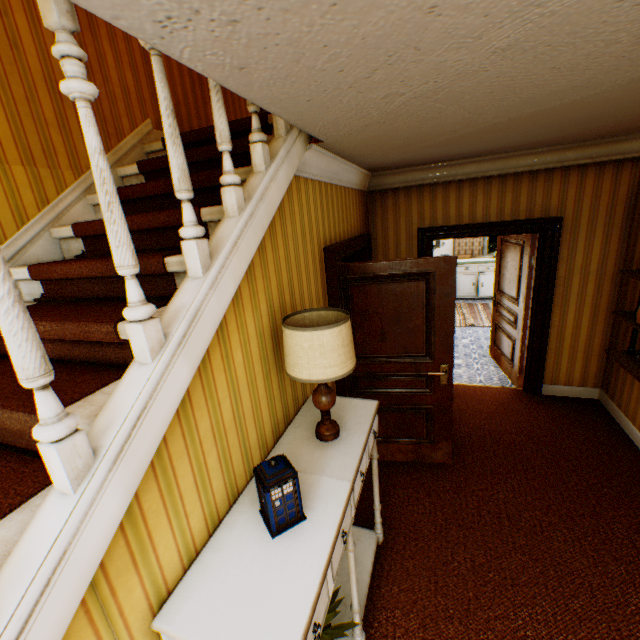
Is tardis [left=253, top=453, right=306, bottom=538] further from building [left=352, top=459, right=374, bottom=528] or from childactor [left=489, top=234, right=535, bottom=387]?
childactor [left=489, top=234, right=535, bottom=387]

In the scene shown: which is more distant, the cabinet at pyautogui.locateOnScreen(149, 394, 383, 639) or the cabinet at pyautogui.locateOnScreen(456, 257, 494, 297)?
the cabinet at pyautogui.locateOnScreen(456, 257, 494, 297)

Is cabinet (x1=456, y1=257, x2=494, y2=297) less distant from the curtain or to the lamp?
the curtain

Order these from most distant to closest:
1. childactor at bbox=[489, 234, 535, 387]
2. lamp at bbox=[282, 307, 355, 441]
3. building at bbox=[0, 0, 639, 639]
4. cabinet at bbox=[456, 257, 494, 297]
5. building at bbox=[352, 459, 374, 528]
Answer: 1. cabinet at bbox=[456, 257, 494, 297]
2. childactor at bbox=[489, 234, 535, 387]
3. building at bbox=[352, 459, 374, 528]
4. lamp at bbox=[282, 307, 355, 441]
5. building at bbox=[0, 0, 639, 639]

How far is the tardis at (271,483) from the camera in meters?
1.4 m

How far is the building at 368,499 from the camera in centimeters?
293cm

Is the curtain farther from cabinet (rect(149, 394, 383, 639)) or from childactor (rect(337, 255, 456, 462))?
cabinet (rect(149, 394, 383, 639))

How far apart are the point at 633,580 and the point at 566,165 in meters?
3.9
